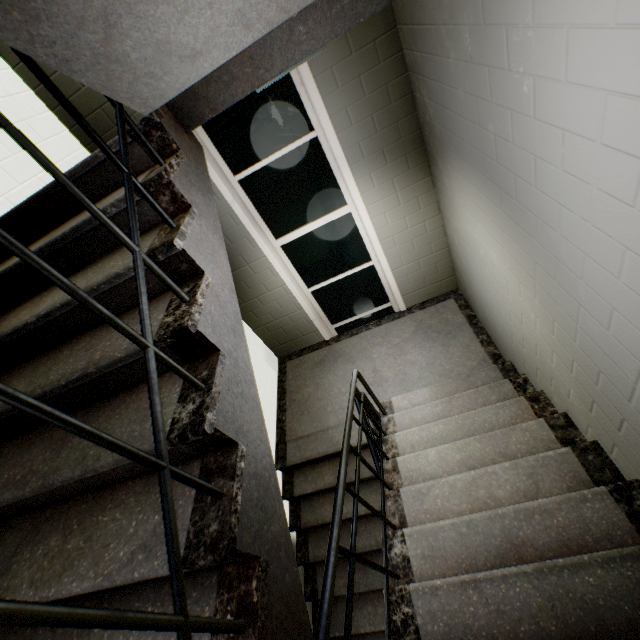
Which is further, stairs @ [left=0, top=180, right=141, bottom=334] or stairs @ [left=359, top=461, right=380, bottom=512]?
stairs @ [left=359, top=461, right=380, bottom=512]

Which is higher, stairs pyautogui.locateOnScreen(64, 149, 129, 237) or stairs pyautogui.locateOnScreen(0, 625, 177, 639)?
stairs pyautogui.locateOnScreen(64, 149, 129, 237)

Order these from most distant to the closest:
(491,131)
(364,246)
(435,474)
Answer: (364,246)
(435,474)
(491,131)

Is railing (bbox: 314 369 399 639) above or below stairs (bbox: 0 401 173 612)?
below

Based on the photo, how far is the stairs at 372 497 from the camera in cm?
358

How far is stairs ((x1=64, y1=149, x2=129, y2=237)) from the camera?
1.4 meters

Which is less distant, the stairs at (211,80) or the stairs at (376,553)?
the stairs at (211,80)
